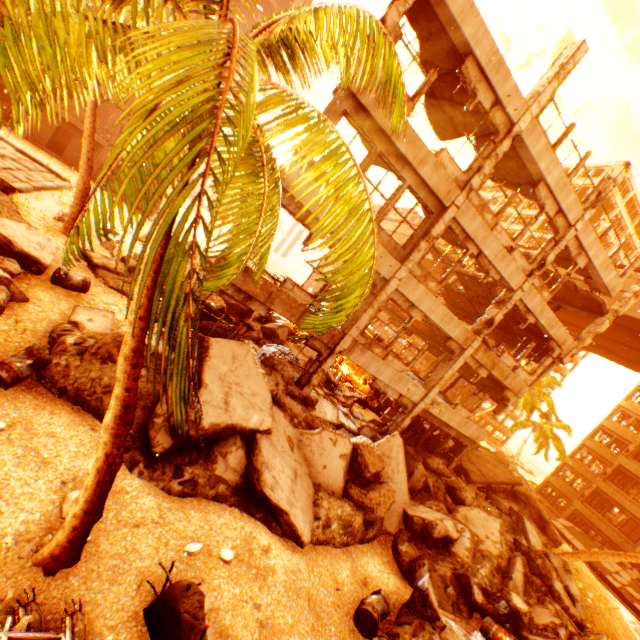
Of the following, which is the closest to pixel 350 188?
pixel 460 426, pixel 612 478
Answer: pixel 460 426

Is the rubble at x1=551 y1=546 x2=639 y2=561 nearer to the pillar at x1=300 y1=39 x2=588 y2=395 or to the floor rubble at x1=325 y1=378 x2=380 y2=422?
the pillar at x1=300 y1=39 x2=588 y2=395

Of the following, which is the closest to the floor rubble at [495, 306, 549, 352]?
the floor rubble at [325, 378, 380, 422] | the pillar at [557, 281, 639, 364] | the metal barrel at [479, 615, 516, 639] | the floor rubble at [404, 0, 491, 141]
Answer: the pillar at [557, 281, 639, 364]

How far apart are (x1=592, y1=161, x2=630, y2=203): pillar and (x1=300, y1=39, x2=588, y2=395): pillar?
4.5m

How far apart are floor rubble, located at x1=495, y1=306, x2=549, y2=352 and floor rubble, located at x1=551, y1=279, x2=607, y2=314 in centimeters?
248cm

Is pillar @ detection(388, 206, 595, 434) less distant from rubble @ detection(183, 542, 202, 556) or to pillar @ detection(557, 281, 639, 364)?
pillar @ detection(557, 281, 639, 364)

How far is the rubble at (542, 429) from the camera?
29.1 meters

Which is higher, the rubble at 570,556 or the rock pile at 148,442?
the rubble at 570,556
